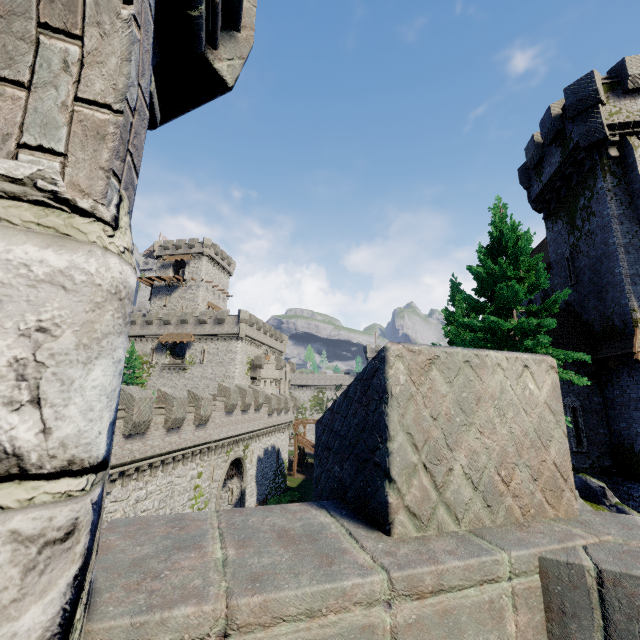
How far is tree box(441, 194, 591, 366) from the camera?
13.16m

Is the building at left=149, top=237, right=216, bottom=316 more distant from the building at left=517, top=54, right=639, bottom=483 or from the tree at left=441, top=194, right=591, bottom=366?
the tree at left=441, top=194, right=591, bottom=366

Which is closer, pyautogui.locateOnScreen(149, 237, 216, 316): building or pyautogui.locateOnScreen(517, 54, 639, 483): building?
pyautogui.locateOnScreen(517, 54, 639, 483): building

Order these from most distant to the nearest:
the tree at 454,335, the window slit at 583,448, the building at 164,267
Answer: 1. the building at 164,267
2. the window slit at 583,448
3. the tree at 454,335

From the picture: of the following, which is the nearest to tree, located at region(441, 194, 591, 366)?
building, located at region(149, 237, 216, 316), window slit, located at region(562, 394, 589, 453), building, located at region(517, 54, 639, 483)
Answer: building, located at region(517, 54, 639, 483)

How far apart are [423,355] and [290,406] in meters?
41.0 m

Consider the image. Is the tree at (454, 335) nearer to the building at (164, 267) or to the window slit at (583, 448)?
the window slit at (583, 448)
